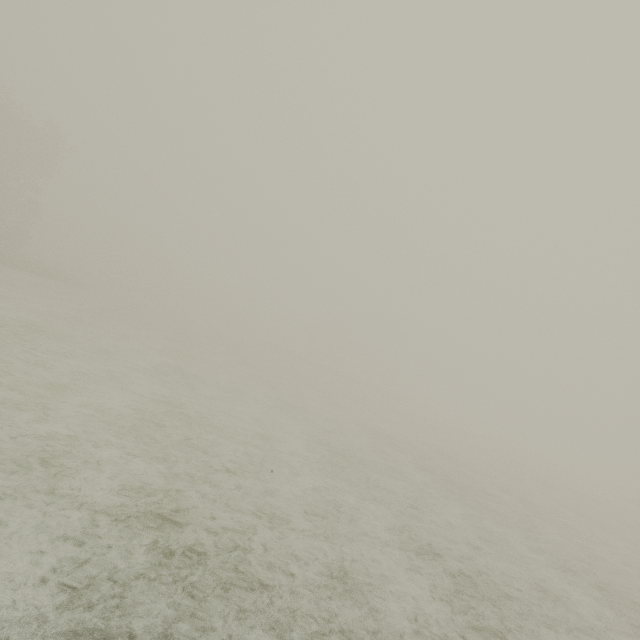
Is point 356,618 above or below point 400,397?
below
